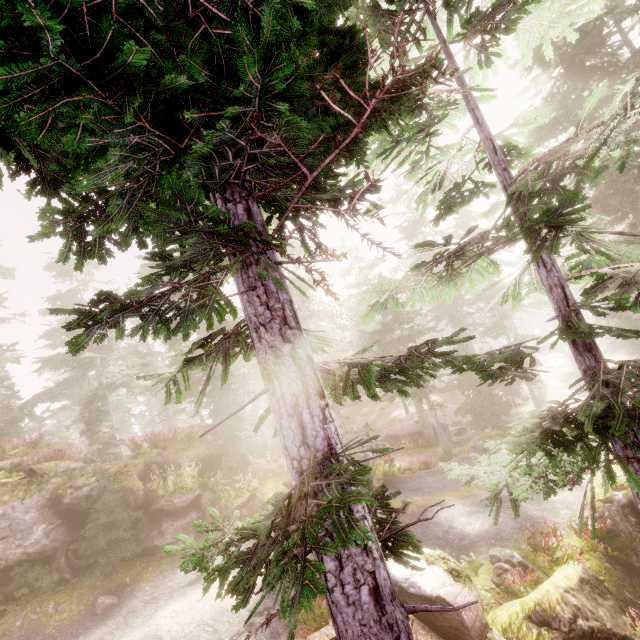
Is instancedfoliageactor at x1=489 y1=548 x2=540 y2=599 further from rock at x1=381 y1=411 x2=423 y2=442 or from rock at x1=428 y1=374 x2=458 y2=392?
rock at x1=428 y1=374 x2=458 y2=392

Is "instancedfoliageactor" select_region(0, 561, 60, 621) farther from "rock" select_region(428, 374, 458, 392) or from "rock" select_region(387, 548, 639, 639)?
"rock" select_region(428, 374, 458, 392)

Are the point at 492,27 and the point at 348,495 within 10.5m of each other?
yes

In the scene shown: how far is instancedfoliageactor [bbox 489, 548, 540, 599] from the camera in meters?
8.4

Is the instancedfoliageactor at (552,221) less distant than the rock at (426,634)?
Yes

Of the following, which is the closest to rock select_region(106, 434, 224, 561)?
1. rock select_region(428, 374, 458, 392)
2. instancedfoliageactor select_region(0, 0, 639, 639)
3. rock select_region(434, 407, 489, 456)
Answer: instancedfoliageactor select_region(0, 0, 639, 639)

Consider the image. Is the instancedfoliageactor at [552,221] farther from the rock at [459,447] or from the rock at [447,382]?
the rock at [447,382]
